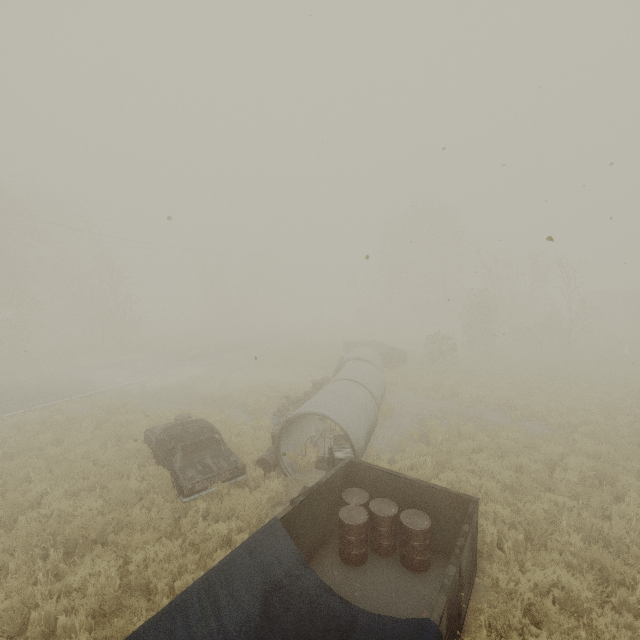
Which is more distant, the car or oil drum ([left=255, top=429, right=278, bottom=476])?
oil drum ([left=255, top=429, right=278, bottom=476])

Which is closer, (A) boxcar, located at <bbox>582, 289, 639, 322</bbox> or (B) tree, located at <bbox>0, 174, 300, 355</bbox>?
(B) tree, located at <bbox>0, 174, 300, 355</bbox>

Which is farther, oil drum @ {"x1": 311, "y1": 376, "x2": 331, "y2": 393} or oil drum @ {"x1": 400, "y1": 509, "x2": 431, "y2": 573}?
oil drum @ {"x1": 311, "y1": 376, "x2": 331, "y2": 393}

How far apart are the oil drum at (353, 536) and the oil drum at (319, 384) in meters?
9.5

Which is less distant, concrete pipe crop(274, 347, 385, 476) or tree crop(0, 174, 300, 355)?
concrete pipe crop(274, 347, 385, 476)

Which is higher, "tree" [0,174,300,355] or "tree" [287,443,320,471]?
"tree" [0,174,300,355]

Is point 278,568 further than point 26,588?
No

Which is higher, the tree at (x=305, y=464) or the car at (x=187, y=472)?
the car at (x=187, y=472)
